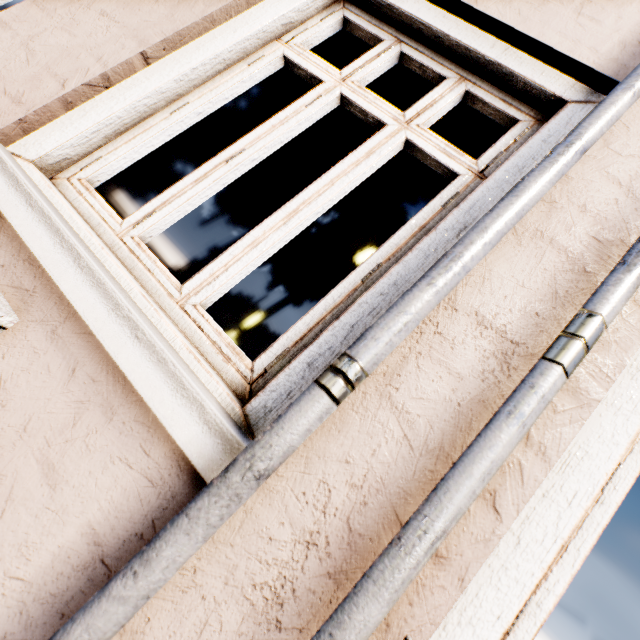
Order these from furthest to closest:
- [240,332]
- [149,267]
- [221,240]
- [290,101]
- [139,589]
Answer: [290,101], [221,240], [240,332], [149,267], [139,589]
